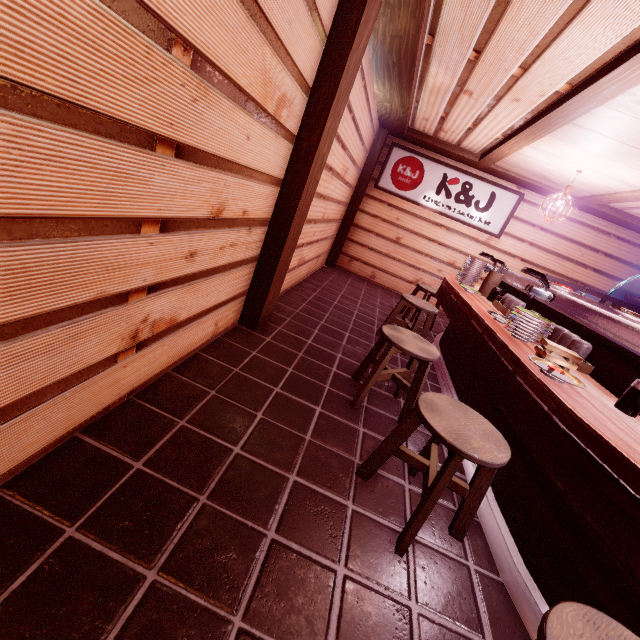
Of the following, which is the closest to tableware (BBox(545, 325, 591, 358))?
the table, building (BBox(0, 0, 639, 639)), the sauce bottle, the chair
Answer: the table

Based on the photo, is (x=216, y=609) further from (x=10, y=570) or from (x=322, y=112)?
(x=322, y=112)

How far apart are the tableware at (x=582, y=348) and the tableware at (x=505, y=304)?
1.15m

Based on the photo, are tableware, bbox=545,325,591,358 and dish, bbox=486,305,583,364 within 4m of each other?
yes

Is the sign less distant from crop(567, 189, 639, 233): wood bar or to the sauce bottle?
crop(567, 189, 639, 233): wood bar

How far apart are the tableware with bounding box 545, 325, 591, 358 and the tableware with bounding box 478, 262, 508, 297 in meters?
2.8

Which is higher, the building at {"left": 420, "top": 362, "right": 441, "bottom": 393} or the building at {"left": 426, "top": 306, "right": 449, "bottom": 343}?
the building at {"left": 426, "top": 306, "right": 449, "bottom": 343}

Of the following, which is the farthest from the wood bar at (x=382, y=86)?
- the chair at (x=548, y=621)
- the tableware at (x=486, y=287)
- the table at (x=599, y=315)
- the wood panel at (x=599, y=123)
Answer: the chair at (x=548, y=621)
